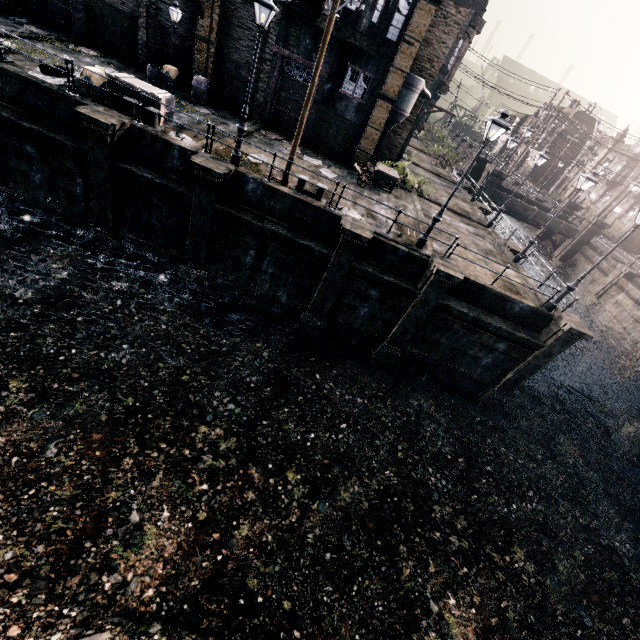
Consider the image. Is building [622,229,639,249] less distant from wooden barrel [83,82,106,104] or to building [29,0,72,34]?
building [29,0,72,34]

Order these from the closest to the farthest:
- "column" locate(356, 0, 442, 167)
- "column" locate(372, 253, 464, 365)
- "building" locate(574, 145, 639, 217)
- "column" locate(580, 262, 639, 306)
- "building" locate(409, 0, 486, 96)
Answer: "column" locate(372, 253, 464, 365) < "column" locate(356, 0, 442, 167) < "building" locate(409, 0, 486, 96) < "column" locate(580, 262, 639, 306) < "building" locate(574, 145, 639, 217)

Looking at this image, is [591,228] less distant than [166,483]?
No

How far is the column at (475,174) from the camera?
33.75m

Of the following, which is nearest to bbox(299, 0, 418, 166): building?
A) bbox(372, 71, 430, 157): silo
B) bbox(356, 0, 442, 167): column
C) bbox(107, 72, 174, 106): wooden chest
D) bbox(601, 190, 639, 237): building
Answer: bbox(356, 0, 442, 167): column

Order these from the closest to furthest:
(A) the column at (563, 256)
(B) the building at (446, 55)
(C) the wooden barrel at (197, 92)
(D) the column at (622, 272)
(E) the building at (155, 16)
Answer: (E) the building at (155, 16) < (C) the wooden barrel at (197, 92) < (B) the building at (446, 55) < (D) the column at (622, 272) < (A) the column at (563, 256)

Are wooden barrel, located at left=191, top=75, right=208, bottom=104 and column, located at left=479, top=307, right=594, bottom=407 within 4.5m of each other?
no

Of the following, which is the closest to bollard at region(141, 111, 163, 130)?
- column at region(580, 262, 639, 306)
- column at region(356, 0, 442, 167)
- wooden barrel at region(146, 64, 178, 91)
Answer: wooden barrel at region(146, 64, 178, 91)
